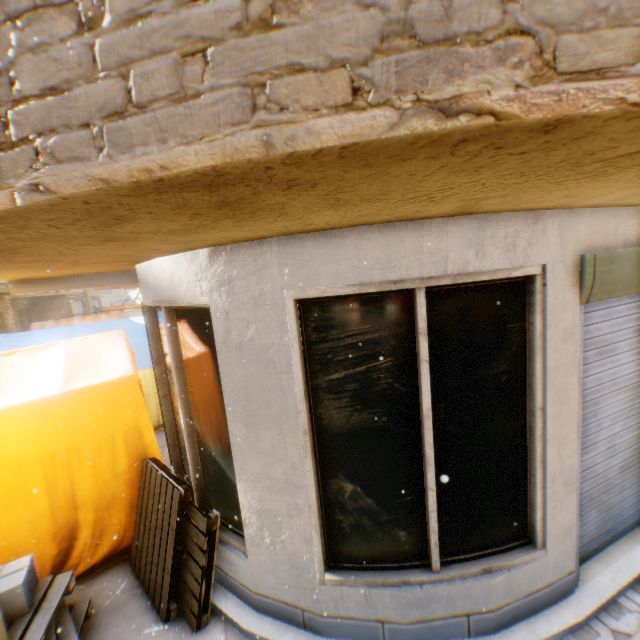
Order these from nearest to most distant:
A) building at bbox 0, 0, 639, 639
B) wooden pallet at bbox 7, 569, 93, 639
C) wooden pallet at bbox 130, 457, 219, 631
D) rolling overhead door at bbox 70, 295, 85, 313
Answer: building at bbox 0, 0, 639, 639 → wooden pallet at bbox 7, 569, 93, 639 → wooden pallet at bbox 130, 457, 219, 631 → rolling overhead door at bbox 70, 295, 85, 313

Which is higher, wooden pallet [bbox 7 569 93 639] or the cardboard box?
the cardboard box

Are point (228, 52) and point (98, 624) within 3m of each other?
no

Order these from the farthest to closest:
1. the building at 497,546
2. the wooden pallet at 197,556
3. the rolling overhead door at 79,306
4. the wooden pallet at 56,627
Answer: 1. the rolling overhead door at 79,306
2. the wooden pallet at 197,556
3. the wooden pallet at 56,627
4. the building at 497,546

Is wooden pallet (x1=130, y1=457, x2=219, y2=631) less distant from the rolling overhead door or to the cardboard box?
the cardboard box

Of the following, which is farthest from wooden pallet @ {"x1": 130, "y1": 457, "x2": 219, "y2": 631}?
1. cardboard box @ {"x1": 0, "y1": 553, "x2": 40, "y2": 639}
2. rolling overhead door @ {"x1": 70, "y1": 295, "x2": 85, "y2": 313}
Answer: rolling overhead door @ {"x1": 70, "y1": 295, "x2": 85, "y2": 313}

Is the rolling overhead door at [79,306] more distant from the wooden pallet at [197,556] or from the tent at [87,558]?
the wooden pallet at [197,556]

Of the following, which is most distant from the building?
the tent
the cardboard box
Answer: the cardboard box
